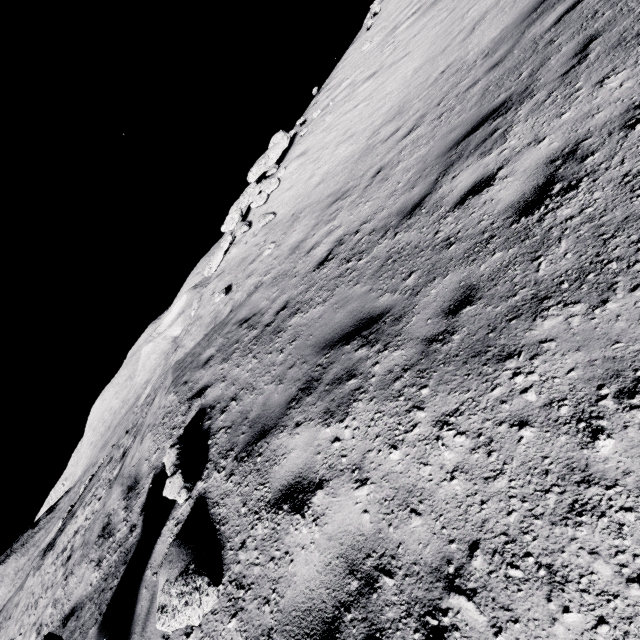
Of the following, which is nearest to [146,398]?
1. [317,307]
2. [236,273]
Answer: [236,273]

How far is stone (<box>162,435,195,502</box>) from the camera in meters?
4.1 m

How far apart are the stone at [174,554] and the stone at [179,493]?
0.4 meters

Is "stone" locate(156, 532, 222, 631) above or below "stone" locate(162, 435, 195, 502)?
below

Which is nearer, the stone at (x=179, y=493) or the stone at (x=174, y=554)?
the stone at (x=174, y=554)

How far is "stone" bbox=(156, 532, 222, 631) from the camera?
2.8 meters

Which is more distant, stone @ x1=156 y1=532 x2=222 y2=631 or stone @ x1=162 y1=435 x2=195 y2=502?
stone @ x1=162 y1=435 x2=195 y2=502

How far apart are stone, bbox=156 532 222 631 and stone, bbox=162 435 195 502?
0.4m
